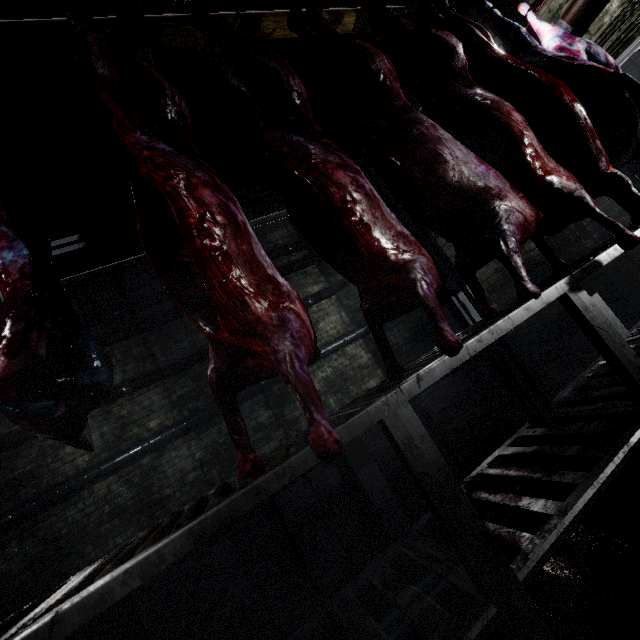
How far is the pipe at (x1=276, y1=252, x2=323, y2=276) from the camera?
5.7m

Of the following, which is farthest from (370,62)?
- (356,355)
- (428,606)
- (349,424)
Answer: (356,355)

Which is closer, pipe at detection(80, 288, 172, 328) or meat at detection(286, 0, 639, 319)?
meat at detection(286, 0, 639, 319)

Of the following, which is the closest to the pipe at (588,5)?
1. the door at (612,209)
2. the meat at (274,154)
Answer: the door at (612,209)

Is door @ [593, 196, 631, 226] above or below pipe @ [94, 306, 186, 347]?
→ below

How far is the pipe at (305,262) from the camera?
5.71m

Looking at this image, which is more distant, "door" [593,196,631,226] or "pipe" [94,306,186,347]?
"pipe" [94,306,186,347]

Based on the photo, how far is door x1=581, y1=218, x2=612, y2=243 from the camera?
3.17m
